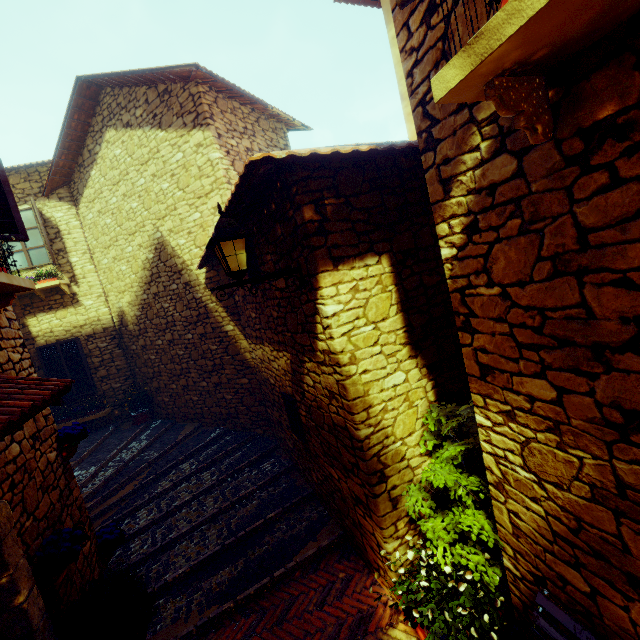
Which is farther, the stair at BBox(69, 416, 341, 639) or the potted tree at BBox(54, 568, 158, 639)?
the stair at BBox(69, 416, 341, 639)

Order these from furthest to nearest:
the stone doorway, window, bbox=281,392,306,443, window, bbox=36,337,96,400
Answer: window, bbox=36,337,96,400, window, bbox=281,392,306,443, the stone doorway

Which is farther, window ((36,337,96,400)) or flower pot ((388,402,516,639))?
window ((36,337,96,400))

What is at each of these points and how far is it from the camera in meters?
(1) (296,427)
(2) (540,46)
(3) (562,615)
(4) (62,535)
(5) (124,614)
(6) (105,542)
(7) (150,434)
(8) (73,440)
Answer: (1) window, 5.1 m
(2) window sill, 1.2 m
(3) bench, 2.1 m
(4) flower pot, 3.1 m
(5) potted tree, 2.9 m
(6) flower pot, 4.4 m
(7) stair, 8.3 m
(8) flower pot, 4.1 m

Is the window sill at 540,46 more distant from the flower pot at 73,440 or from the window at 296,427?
the flower pot at 73,440

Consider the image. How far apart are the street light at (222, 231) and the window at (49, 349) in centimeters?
845cm

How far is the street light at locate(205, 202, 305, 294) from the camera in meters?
2.8 m

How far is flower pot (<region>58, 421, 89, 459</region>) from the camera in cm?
409
